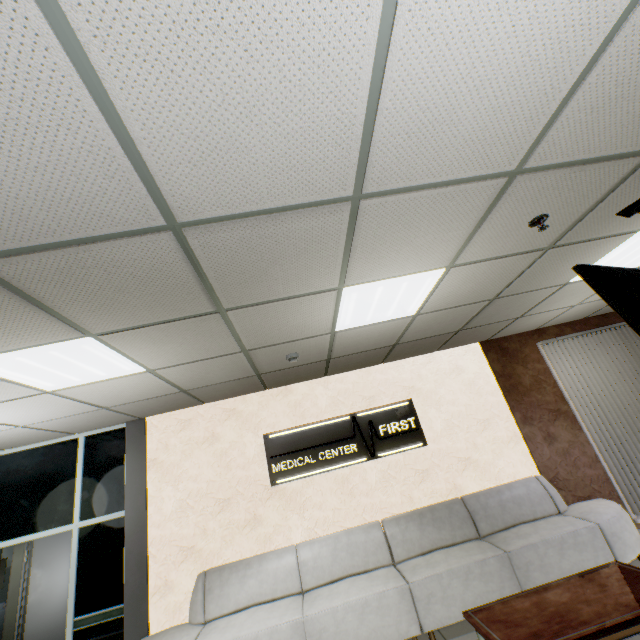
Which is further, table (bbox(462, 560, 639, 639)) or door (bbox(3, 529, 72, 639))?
door (bbox(3, 529, 72, 639))

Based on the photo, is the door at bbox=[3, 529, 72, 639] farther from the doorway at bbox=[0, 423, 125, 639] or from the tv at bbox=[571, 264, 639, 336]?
the tv at bbox=[571, 264, 639, 336]

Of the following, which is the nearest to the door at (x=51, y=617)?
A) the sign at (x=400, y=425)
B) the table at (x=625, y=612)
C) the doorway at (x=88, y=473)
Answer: the doorway at (x=88, y=473)

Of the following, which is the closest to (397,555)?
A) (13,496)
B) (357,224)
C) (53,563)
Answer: (357,224)

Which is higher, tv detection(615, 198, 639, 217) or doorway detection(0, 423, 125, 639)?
tv detection(615, 198, 639, 217)

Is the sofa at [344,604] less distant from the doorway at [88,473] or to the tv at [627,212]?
the doorway at [88,473]

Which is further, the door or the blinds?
the door

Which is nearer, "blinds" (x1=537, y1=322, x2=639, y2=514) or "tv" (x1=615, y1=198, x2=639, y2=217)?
"tv" (x1=615, y1=198, x2=639, y2=217)
